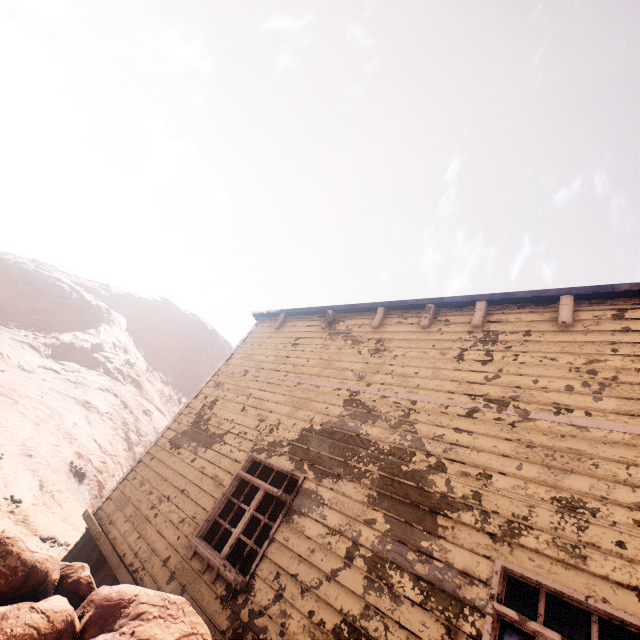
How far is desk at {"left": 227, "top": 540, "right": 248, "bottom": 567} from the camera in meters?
6.6

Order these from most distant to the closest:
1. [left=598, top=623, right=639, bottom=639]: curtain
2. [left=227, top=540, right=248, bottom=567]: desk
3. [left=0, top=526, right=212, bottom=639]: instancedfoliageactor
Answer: [left=227, top=540, right=248, bottom=567]: desk
[left=598, top=623, right=639, bottom=639]: curtain
[left=0, top=526, right=212, bottom=639]: instancedfoliageactor

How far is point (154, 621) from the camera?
2.2 meters

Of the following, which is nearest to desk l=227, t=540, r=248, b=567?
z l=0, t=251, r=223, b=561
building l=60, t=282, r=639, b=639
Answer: building l=60, t=282, r=639, b=639

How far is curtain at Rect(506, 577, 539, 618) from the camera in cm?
284

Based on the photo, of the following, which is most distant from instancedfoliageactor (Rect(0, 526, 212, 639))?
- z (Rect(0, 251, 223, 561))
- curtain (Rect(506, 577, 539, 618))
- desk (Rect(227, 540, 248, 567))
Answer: desk (Rect(227, 540, 248, 567))

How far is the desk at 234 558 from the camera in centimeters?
656cm

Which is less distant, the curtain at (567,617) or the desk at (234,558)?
the curtain at (567,617)
